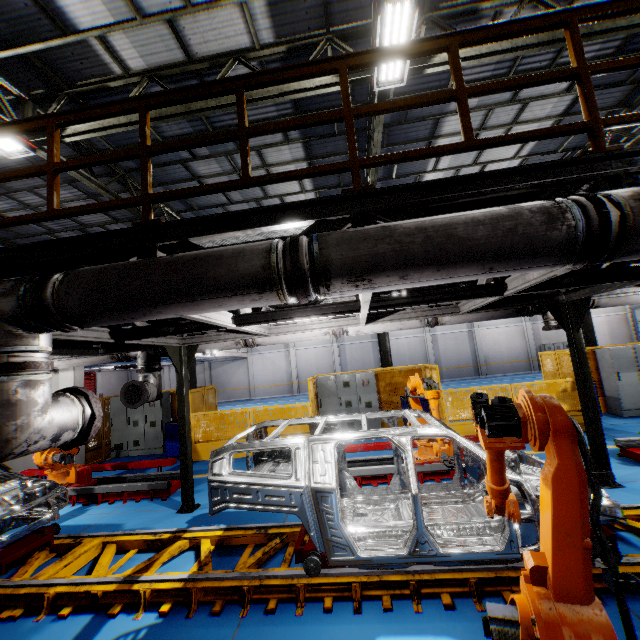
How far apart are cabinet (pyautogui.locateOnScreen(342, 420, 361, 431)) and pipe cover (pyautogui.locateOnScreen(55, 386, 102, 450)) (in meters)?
8.47

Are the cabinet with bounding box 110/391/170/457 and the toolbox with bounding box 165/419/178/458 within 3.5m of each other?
yes

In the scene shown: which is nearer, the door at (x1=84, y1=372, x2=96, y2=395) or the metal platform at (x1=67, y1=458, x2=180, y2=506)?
the metal platform at (x1=67, y1=458, x2=180, y2=506)

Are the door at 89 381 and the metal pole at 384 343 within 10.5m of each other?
no

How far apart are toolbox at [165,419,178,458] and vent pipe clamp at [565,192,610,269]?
10.9m

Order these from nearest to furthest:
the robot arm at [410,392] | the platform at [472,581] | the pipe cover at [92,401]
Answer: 1. the pipe cover at [92,401]
2. the platform at [472,581]
3. the robot arm at [410,392]

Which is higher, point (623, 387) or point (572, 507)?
point (572, 507)

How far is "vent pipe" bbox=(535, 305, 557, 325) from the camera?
6.44m
